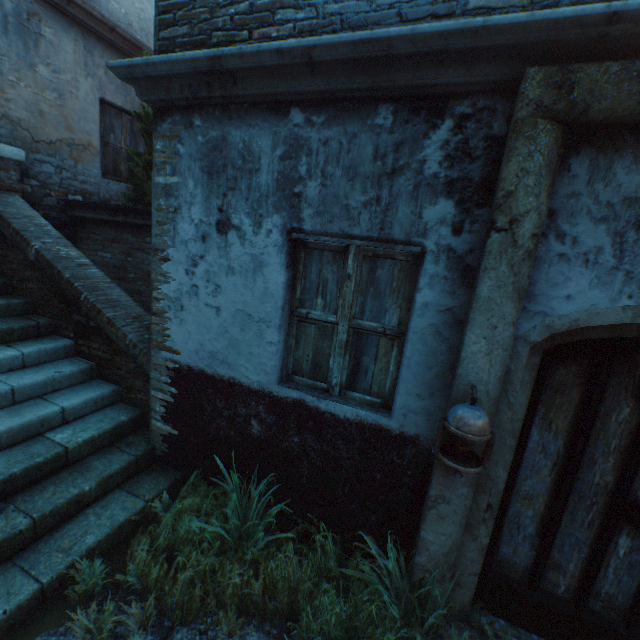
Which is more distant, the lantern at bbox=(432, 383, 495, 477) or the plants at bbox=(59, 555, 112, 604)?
the plants at bbox=(59, 555, 112, 604)

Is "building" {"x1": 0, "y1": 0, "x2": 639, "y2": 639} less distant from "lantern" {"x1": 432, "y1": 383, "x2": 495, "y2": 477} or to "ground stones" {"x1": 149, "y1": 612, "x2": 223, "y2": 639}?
"ground stones" {"x1": 149, "y1": 612, "x2": 223, "y2": 639}

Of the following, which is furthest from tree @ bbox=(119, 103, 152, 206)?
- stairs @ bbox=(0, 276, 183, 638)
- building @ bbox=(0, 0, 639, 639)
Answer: building @ bbox=(0, 0, 639, 639)

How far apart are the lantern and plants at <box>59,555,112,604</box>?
1.0m

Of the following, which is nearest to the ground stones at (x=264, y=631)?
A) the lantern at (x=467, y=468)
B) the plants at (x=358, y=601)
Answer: the plants at (x=358, y=601)

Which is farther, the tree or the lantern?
the tree

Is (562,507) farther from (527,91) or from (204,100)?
(204,100)

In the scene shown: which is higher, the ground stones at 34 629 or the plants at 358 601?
the plants at 358 601
